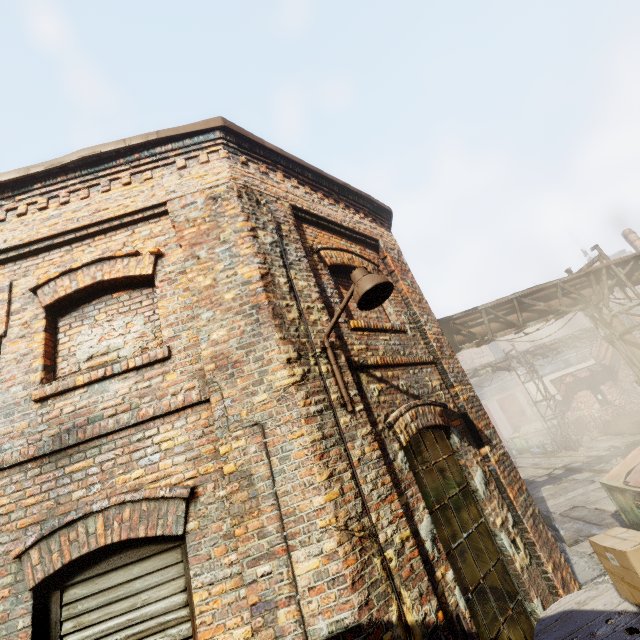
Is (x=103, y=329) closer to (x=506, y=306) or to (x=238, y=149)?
(x=238, y=149)

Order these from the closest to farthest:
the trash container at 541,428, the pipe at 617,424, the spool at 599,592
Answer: the spool at 599,592 < the pipe at 617,424 < the trash container at 541,428

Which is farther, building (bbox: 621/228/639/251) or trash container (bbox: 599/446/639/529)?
building (bbox: 621/228/639/251)

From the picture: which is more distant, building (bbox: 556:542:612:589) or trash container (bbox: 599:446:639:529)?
trash container (bbox: 599:446:639:529)

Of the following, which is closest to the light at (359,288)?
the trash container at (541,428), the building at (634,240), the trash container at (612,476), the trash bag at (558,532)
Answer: the trash container at (612,476)

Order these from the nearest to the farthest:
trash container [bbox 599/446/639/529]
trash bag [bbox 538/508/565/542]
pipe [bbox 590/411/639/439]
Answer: trash container [bbox 599/446/639/529], trash bag [bbox 538/508/565/542], pipe [bbox 590/411/639/439]

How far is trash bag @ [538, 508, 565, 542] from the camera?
8.9m

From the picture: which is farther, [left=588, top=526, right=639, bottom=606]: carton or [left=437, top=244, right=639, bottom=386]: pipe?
[left=437, top=244, right=639, bottom=386]: pipe
